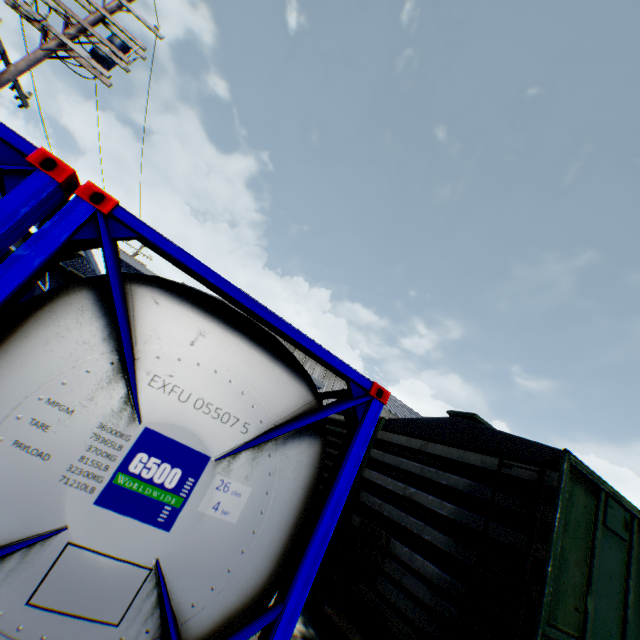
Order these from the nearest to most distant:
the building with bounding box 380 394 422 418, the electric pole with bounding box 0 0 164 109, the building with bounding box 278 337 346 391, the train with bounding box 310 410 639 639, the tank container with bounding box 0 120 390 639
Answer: the tank container with bounding box 0 120 390 639 → the train with bounding box 310 410 639 639 → the electric pole with bounding box 0 0 164 109 → the building with bounding box 278 337 346 391 → the building with bounding box 380 394 422 418

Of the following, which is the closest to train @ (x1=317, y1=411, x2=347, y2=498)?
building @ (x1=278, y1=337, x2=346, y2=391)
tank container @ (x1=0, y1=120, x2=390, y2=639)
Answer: tank container @ (x1=0, y1=120, x2=390, y2=639)

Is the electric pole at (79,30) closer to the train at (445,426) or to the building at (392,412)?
the building at (392,412)

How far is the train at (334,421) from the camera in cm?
699

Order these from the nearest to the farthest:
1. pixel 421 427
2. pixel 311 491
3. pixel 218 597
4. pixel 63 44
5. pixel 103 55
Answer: pixel 218 597 < pixel 311 491 < pixel 421 427 < pixel 63 44 < pixel 103 55

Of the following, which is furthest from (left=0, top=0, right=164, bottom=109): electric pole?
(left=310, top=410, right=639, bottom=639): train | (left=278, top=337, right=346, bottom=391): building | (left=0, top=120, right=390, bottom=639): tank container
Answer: (left=310, top=410, right=639, bottom=639): train

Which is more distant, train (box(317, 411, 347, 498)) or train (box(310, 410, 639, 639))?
train (box(317, 411, 347, 498))
